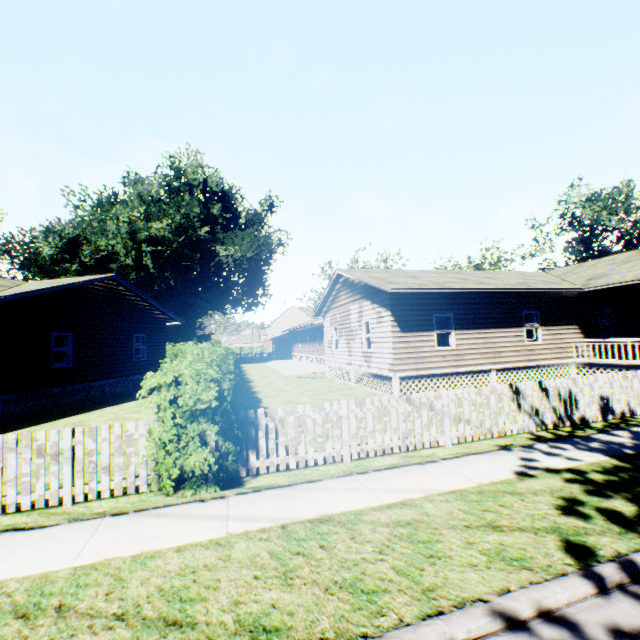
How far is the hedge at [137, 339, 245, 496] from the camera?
5.3 meters

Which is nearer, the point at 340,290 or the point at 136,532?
the point at 136,532

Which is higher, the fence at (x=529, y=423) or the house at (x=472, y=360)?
the house at (x=472, y=360)

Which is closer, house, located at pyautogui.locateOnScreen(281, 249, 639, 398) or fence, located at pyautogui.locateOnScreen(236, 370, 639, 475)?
fence, located at pyautogui.locateOnScreen(236, 370, 639, 475)

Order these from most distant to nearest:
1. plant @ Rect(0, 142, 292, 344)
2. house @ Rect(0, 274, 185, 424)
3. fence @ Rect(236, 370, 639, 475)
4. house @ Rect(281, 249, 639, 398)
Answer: plant @ Rect(0, 142, 292, 344), house @ Rect(281, 249, 639, 398), house @ Rect(0, 274, 185, 424), fence @ Rect(236, 370, 639, 475)

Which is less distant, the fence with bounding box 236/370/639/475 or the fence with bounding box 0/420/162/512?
the fence with bounding box 0/420/162/512

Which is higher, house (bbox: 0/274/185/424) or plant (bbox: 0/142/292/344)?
plant (bbox: 0/142/292/344)

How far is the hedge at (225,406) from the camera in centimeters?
530cm
